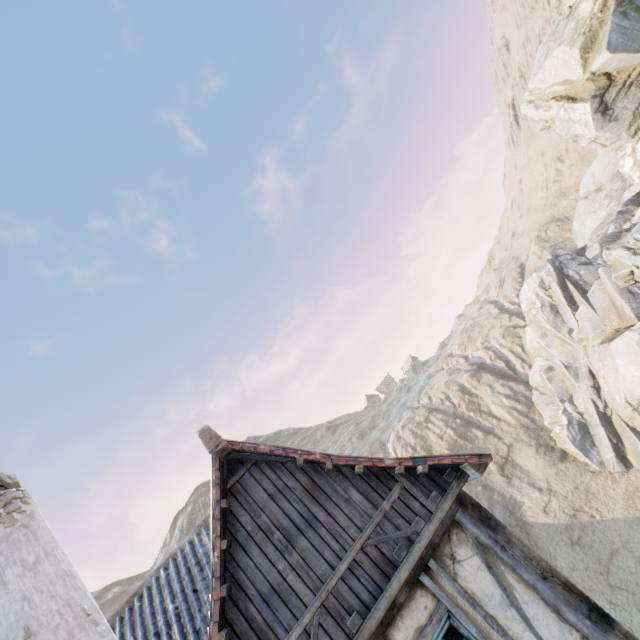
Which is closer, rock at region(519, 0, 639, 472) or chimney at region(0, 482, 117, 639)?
chimney at region(0, 482, 117, 639)

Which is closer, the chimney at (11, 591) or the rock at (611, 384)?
the chimney at (11, 591)

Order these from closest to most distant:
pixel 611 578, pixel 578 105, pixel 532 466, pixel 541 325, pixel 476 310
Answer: pixel 611 578
pixel 578 105
pixel 532 466
pixel 541 325
pixel 476 310

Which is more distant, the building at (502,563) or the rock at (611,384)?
the rock at (611,384)

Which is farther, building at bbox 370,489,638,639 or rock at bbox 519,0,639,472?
rock at bbox 519,0,639,472

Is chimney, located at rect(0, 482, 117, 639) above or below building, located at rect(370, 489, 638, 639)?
above
